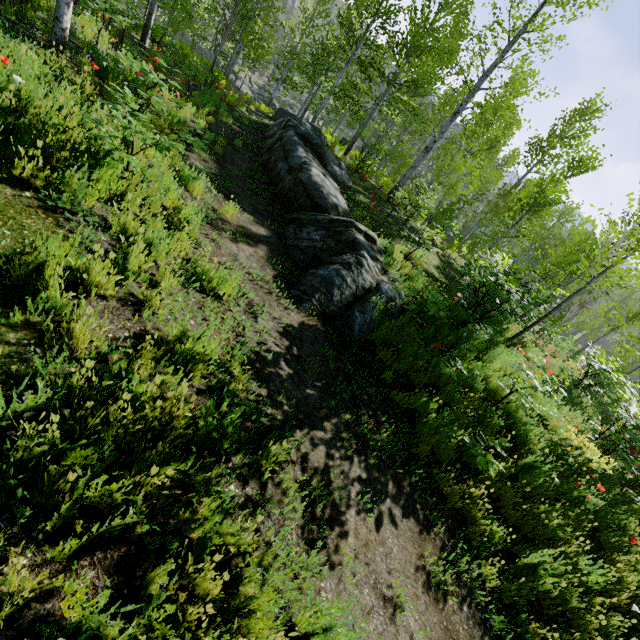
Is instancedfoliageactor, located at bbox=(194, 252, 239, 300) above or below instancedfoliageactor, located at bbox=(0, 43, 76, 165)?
below

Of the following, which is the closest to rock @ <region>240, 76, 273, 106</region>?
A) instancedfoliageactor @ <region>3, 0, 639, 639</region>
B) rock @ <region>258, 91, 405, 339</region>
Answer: instancedfoliageactor @ <region>3, 0, 639, 639</region>

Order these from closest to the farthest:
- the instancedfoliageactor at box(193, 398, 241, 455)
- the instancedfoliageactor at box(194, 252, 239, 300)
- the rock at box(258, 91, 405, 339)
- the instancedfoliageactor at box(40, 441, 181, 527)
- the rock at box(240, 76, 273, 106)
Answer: the instancedfoliageactor at box(40, 441, 181, 527) → the instancedfoliageactor at box(193, 398, 241, 455) → the instancedfoliageactor at box(194, 252, 239, 300) → the rock at box(258, 91, 405, 339) → the rock at box(240, 76, 273, 106)

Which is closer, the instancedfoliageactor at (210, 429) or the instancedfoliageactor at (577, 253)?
the instancedfoliageactor at (210, 429)

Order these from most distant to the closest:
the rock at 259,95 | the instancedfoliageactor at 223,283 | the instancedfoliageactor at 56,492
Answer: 1. the rock at 259,95
2. the instancedfoliageactor at 223,283
3. the instancedfoliageactor at 56,492

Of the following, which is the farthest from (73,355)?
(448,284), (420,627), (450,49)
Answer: (450,49)

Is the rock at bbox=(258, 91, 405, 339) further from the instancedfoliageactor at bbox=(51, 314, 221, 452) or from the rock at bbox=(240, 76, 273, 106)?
the rock at bbox=(240, 76, 273, 106)
